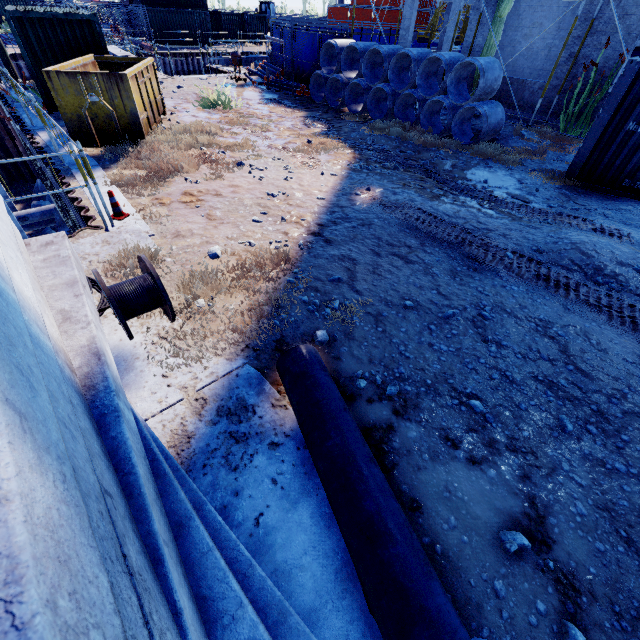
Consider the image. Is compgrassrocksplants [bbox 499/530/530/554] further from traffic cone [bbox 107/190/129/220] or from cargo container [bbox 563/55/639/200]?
cargo container [bbox 563/55/639/200]

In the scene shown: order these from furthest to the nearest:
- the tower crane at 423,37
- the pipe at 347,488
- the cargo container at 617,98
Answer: the tower crane at 423,37
the cargo container at 617,98
the pipe at 347,488

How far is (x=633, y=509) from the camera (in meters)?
2.75

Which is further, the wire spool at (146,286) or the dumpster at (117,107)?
the dumpster at (117,107)

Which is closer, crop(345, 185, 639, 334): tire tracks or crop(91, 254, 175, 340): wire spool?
crop(91, 254, 175, 340): wire spool

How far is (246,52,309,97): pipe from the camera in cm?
1530

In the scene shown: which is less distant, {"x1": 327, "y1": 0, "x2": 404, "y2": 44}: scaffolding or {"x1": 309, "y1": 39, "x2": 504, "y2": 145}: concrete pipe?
{"x1": 309, "y1": 39, "x2": 504, "y2": 145}: concrete pipe

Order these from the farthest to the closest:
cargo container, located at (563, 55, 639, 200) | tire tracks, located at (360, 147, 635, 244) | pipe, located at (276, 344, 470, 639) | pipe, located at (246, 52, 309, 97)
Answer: pipe, located at (246, 52, 309, 97), cargo container, located at (563, 55, 639, 200), tire tracks, located at (360, 147, 635, 244), pipe, located at (276, 344, 470, 639)
